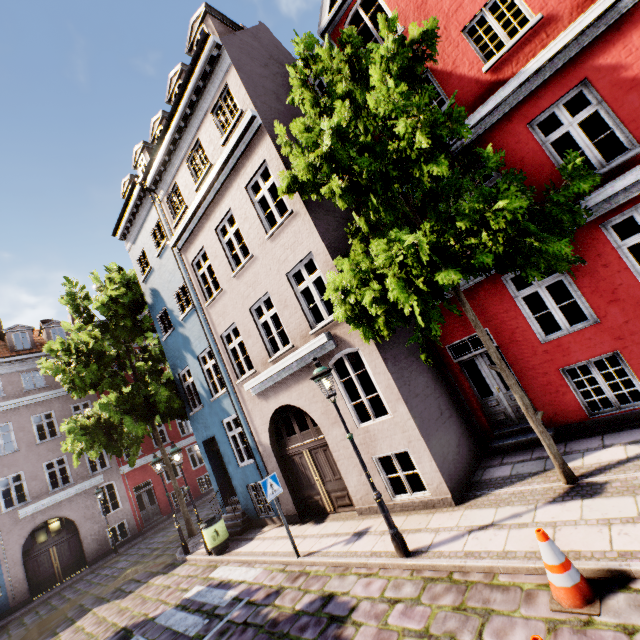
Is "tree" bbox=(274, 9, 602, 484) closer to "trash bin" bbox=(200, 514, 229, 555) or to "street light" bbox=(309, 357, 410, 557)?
"street light" bbox=(309, 357, 410, 557)

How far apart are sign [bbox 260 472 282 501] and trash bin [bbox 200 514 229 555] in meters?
4.2

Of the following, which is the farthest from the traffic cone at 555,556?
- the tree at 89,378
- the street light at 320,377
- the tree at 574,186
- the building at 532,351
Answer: the tree at 89,378

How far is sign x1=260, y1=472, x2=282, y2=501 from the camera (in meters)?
7.67

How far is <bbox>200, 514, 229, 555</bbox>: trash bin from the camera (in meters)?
10.24

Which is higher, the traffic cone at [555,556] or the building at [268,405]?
the building at [268,405]

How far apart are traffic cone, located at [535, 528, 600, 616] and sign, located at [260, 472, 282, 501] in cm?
558

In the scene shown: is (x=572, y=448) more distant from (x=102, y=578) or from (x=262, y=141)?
(x=102, y=578)
